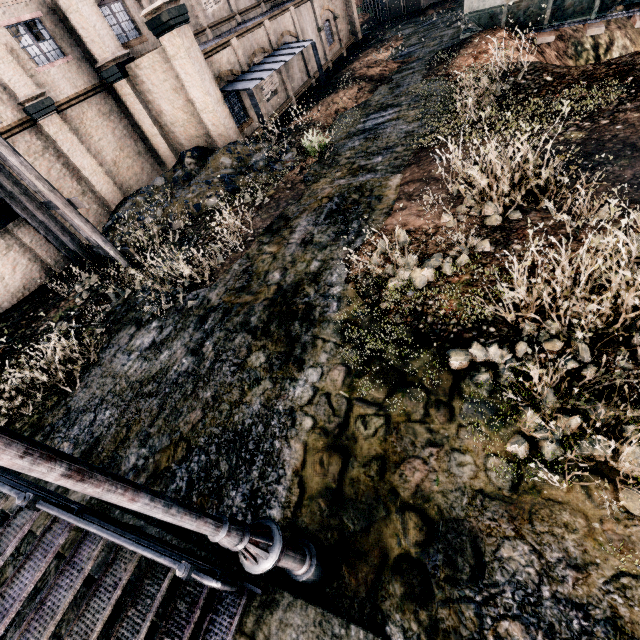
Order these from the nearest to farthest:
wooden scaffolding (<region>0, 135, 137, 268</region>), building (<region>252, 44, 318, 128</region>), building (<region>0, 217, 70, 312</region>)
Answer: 1. wooden scaffolding (<region>0, 135, 137, 268</region>)
2. building (<region>0, 217, 70, 312</region>)
3. building (<region>252, 44, 318, 128</region>)

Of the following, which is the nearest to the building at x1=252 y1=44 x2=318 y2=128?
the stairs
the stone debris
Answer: the stone debris

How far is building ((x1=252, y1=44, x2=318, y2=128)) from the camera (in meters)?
21.33

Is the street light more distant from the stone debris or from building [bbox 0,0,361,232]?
building [bbox 0,0,361,232]

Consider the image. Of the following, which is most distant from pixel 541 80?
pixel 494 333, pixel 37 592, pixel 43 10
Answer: pixel 43 10

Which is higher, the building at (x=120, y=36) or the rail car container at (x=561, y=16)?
the building at (x=120, y=36)

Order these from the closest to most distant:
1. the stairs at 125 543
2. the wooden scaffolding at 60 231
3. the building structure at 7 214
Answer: the stairs at 125 543
the wooden scaffolding at 60 231
the building structure at 7 214

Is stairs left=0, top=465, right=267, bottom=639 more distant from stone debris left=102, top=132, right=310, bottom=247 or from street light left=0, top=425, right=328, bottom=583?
stone debris left=102, top=132, right=310, bottom=247
